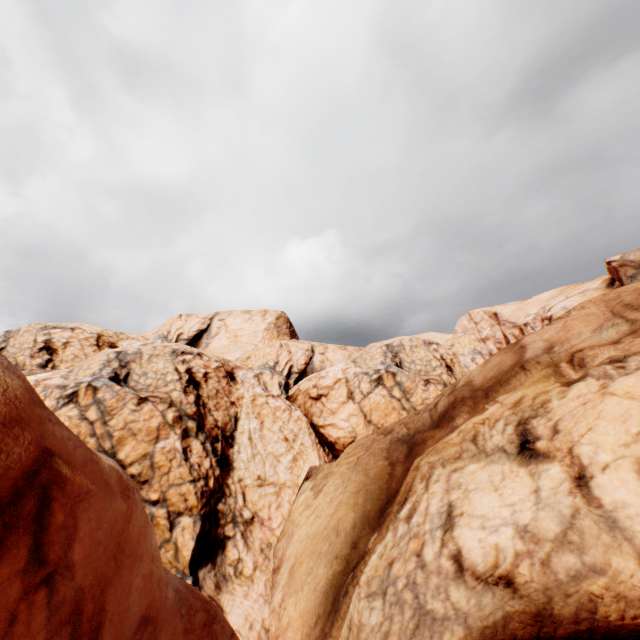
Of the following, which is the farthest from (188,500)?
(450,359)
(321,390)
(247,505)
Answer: (450,359)
